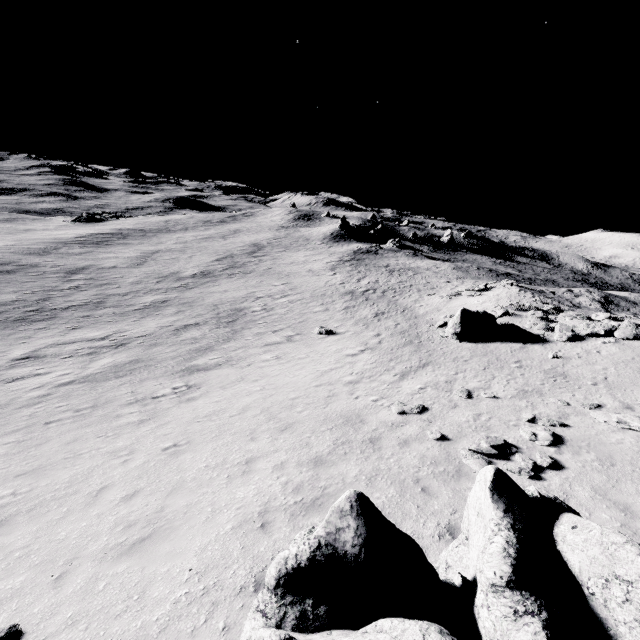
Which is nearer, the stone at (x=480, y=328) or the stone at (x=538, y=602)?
the stone at (x=538, y=602)

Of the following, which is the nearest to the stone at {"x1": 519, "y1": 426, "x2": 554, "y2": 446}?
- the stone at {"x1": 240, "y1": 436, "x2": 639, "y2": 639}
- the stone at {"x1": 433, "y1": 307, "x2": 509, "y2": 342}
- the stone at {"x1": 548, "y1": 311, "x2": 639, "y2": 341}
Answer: the stone at {"x1": 240, "y1": 436, "x2": 639, "y2": 639}

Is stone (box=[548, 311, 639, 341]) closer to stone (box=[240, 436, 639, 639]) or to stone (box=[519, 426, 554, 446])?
stone (box=[519, 426, 554, 446])

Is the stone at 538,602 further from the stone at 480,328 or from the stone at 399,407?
the stone at 480,328

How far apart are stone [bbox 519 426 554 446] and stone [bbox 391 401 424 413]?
3.33m

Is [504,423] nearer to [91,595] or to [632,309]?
[91,595]

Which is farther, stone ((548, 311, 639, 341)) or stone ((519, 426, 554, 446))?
stone ((548, 311, 639, 341))

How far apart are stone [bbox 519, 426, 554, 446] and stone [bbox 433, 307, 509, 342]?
11.3m
